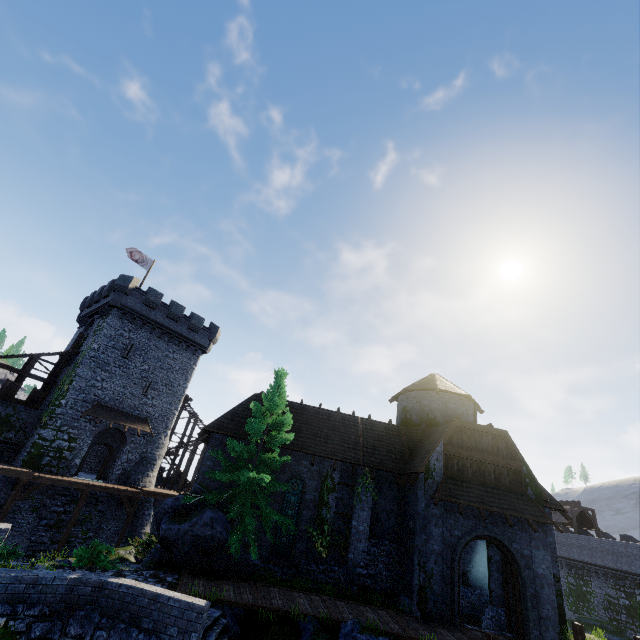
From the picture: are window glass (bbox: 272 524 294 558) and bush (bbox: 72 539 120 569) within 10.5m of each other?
yes

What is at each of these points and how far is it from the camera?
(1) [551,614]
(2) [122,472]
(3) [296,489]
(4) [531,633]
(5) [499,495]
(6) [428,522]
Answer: (1) building, 14.5 meters
(2) building, 28.0 meters
(3) window glass, 18.6 meters
(4) double door, 13.9 meters
(5) awning, 16.3 meters
(6) building, 15.6 meters

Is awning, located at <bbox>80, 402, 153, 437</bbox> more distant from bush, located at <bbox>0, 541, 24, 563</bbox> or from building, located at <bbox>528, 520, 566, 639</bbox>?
bush, located at <bbox>0, 541, 24, 563</bbox>

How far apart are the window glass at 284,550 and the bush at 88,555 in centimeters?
727cm

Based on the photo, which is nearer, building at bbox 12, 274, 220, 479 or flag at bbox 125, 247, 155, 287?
building at bbox 12, 274, 220, 479

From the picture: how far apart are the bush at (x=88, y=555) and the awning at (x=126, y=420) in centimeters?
1474cm

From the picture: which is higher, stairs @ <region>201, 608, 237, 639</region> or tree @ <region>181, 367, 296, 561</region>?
tree @ <region>181, 367, 296, 561</region>

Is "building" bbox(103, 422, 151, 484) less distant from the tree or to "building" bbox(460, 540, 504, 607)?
"building" bbox(460, 540, 504, 607)
